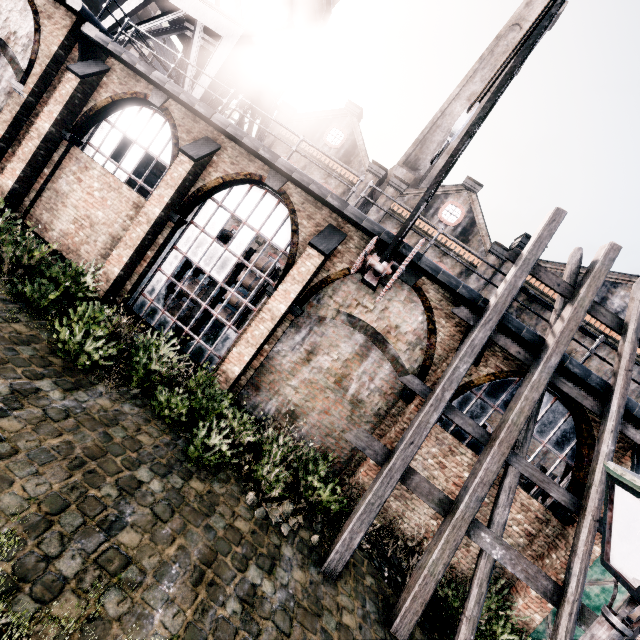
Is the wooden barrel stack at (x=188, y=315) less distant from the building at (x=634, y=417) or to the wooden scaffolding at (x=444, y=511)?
the building at (x=634, y=417)

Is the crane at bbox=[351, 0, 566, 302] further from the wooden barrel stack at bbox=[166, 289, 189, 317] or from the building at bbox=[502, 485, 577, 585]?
the wooden barrel stack at bbox=[166, 289, 189, 317]

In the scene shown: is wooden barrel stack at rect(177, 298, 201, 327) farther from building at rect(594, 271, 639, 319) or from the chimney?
the chimney

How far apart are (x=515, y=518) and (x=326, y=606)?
7.4 meters

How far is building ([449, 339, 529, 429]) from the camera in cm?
1051

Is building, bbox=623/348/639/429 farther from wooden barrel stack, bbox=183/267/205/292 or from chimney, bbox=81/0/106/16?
chimney, bbox=81/0/106/16

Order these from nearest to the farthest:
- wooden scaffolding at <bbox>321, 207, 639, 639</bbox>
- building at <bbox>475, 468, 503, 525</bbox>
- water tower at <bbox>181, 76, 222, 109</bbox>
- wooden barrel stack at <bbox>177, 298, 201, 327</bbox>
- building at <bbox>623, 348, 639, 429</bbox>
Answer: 1. wooden scaffolding at <bbox>321, 207, 639, 639</bbox>
2. building at <bbox>623, 348, 639, 429</bbox>
3. building at <bbox>475, 468, 503, 525</bbox>
4. wooden barrel stack at <bbox>177, 298, 201, 327</bbox>
5. water tower at <bbox>181, 76, 222, 109</bbox>

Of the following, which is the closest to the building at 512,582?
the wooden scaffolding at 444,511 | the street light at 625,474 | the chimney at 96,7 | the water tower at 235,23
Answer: the wooden scaffolding at 444,511
